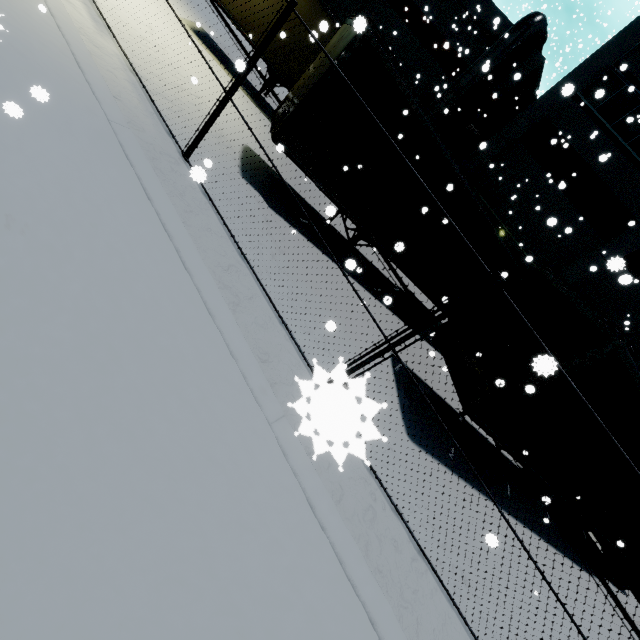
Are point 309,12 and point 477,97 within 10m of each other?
no

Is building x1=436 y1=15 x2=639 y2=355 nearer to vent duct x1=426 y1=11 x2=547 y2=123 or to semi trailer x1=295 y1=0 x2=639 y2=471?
vent duct x1=426 y1=11 x2=547 y2=123

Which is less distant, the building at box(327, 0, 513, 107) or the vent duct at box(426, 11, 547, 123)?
the vent duct at box(426, 11, 547, 123)

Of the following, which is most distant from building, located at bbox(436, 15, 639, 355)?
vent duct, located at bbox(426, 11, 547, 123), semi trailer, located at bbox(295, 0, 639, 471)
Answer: semi trailer, located at bbox(295, 0, 639, 471)

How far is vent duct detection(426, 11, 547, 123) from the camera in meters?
15.6 m

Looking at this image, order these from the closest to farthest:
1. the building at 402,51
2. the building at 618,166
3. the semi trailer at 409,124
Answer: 1. the semi trailer at 409,124
2. the building at 618,166
3. the building at 402,51

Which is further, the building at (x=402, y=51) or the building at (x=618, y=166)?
the building at (x=402, y=51)
